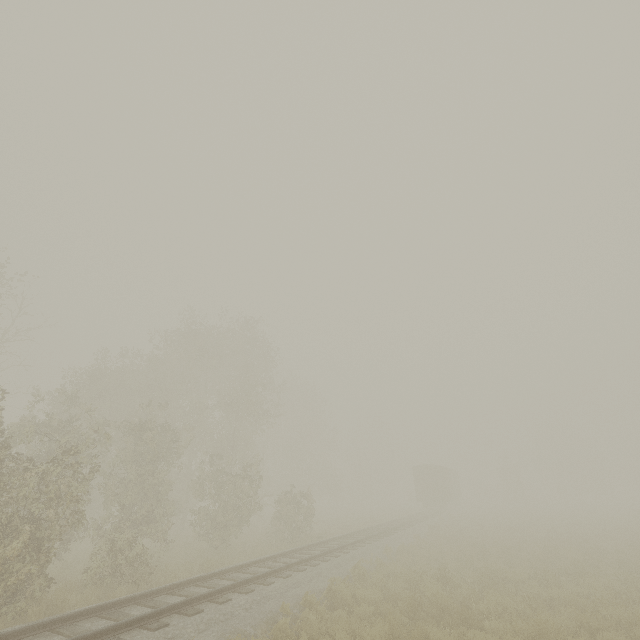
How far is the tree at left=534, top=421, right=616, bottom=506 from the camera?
53.7 meters

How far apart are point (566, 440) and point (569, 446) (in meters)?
3.09

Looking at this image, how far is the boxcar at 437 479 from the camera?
36.53m

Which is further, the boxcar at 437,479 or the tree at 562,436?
the tree at 562,436

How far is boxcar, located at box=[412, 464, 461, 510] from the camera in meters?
36.5 m

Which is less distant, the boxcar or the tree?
the boxcar
